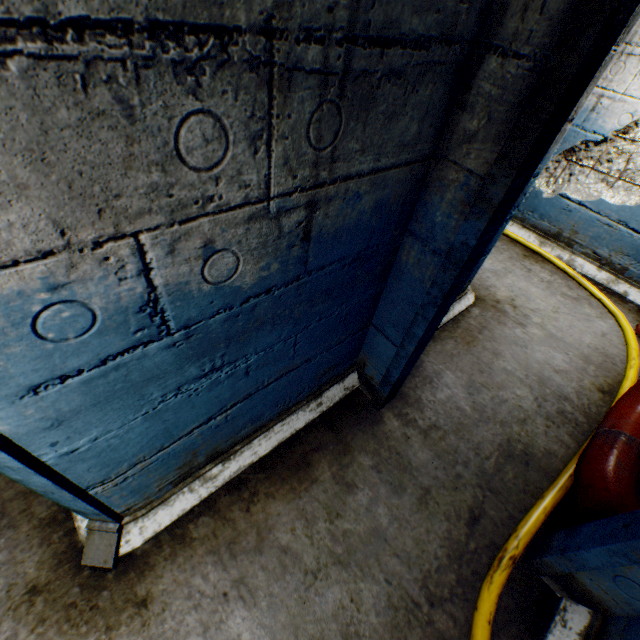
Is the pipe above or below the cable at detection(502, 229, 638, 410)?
above

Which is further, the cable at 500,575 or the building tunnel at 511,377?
the cable at 500,575

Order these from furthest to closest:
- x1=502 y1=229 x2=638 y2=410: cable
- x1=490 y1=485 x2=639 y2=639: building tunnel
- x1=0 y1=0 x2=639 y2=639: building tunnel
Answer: x1=502 y1=229 x2=638 y2=410: cable
x1=490 y1=485 x2=639 y2=639: building tunnel
x1=0 y1=0 x2=639 y2=639: building tunnel

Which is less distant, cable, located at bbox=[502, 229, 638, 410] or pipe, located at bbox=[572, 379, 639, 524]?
pipe, located at bbox=[572, 379, 639, 524]

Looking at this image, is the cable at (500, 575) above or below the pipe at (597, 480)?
below

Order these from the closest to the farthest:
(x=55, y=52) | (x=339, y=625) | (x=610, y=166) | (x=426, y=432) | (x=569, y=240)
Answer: (x=55, y=52), (x=339, y=625), (x=426, y=432), (x=610, y=166), (x=569, y=240)

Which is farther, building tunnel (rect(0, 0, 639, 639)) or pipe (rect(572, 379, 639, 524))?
pipe (rect(572, 379, 639, 524))
